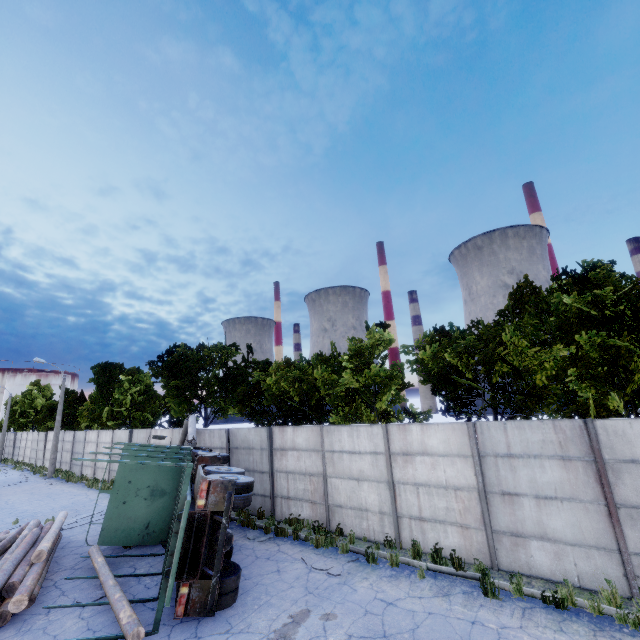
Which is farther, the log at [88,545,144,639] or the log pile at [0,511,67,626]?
the log pile at [0,511,67,626]

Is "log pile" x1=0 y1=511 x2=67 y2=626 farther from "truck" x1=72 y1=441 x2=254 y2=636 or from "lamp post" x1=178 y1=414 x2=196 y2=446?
"lamp post" x1=178 y1=414 x2=196 y2=446

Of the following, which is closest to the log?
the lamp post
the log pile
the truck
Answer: the truck

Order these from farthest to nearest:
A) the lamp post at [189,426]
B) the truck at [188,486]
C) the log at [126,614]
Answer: the lamp post at [189,426]
the truck at [188,486]
the log at [126,614]

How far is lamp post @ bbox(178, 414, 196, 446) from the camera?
15.59m

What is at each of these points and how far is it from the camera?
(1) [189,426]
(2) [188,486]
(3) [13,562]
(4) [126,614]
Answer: (1) lamp post, 17.08m
(2) truck, 8.72m
(3) log pile, 8.83m
(4) log, 6.99m

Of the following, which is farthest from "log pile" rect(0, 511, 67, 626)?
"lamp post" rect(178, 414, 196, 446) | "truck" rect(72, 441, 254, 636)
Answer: "lamp post" rect(178, 414, 196, 446)

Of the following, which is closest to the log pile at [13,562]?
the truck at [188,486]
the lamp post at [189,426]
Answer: the truck at [188,486]
